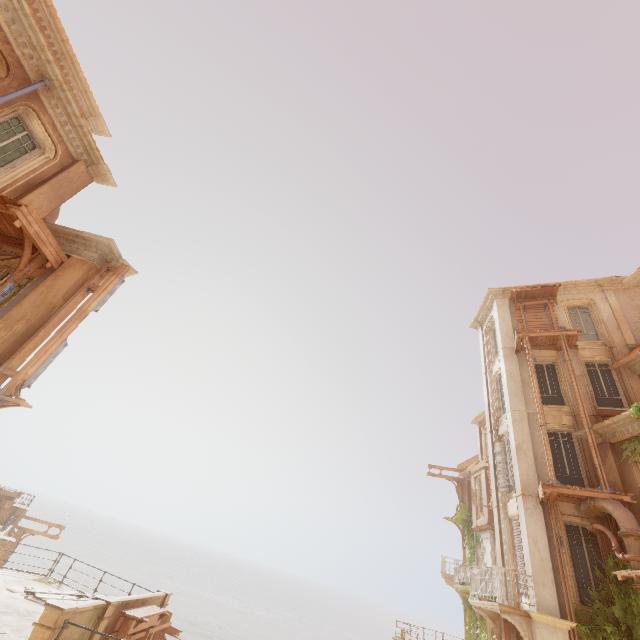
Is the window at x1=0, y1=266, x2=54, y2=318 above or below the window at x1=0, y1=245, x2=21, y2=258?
below

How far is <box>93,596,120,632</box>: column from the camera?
9.3m

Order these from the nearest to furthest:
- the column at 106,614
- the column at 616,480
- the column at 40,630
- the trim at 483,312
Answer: the column at 40,630 → the column at 106,614 → the column at 616,480 → the trim at 483,312

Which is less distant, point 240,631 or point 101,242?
point 101,242

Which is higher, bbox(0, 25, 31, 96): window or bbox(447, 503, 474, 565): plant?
bbox(0, 25, 31, 96): window

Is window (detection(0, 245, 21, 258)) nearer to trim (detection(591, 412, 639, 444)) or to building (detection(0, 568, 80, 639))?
building (detection(0, 568, 80, 639))

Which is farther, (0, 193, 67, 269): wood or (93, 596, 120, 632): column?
(93, 596, 120, 632): column

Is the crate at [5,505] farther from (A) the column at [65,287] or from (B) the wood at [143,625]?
(A) the column at [65,287]
